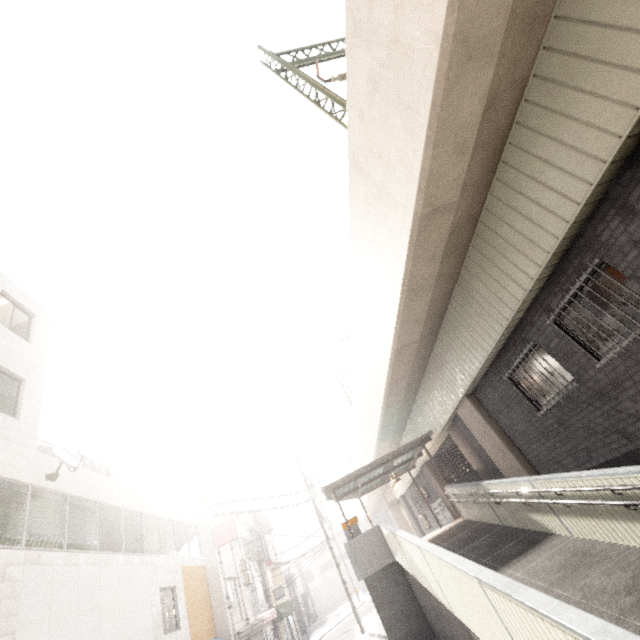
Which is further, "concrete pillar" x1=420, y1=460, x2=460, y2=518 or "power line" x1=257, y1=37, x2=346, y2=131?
"concrete pillar" x1=420, y1=460, x2=460, y2=518

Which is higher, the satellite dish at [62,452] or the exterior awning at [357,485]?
the satellite dish at [62,452]

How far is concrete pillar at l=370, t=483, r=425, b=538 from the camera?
25.9 meters

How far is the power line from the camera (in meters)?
9.20

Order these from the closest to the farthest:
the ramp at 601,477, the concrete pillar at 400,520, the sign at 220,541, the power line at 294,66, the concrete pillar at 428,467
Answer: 1. the ramp at 601,477
2. the power line at 294,66
3. the concrete pillar at 428,467
4. the sign at 220,541
5. the concrete pillar at 400,520

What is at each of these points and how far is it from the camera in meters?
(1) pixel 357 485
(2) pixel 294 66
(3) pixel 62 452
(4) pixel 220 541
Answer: (1) exterior awning, 15.9
(2) power line, 11.6
(3) satellite dish, 10.1
(4) sign, 18.0

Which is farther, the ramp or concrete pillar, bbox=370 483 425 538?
concrete pillar, bbox=370 483 425 538

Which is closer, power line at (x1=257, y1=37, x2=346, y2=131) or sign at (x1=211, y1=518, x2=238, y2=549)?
power line at (x1=257, y1=37, x2=346, y2=131)
